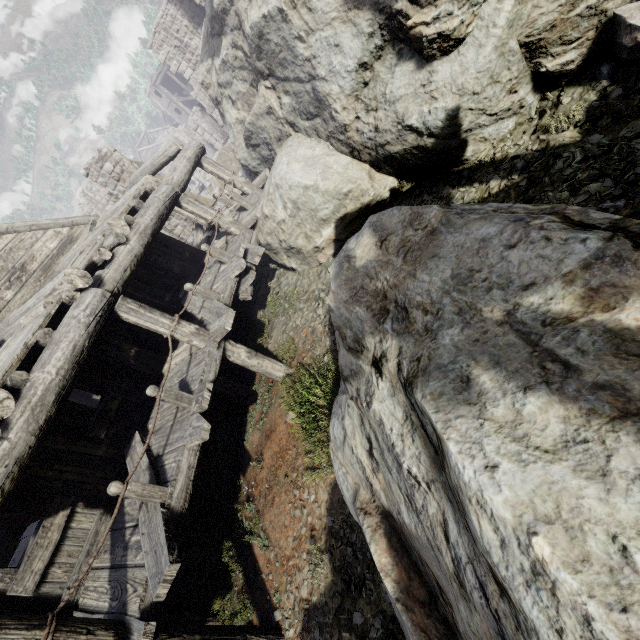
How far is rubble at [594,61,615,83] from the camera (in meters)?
→ 4.57

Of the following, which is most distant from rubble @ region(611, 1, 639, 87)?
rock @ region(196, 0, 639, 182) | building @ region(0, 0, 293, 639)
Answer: building @ region(0, 0, 293, 639)

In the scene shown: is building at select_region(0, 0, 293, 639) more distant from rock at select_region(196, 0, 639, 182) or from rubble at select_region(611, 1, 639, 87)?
rubble at select_region(611, 1, 639, 87)

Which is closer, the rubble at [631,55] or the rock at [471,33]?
the rubble at [631,55]

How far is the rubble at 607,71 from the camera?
4.57m

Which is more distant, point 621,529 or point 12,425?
point 12,425

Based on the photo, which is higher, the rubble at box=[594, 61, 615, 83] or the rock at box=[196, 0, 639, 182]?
the rock at box=[196, 0, 639, 182]
